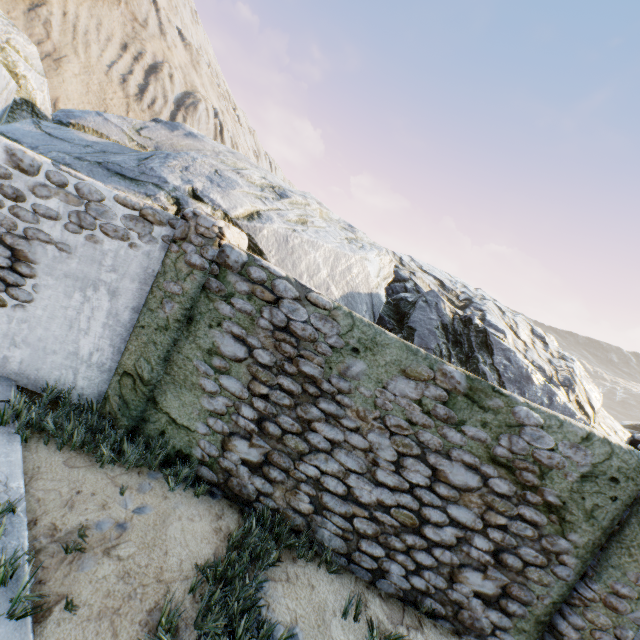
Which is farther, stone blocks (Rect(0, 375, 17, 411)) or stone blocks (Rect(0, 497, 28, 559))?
stone blocks (Rect(0, 375, 17, 411))

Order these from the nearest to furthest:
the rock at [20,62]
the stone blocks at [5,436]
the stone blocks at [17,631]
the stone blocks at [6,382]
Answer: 1. the stone blocks at [17,631]
2. the stone blocks at [5,436]
3. the stone blocks at [6,382]
4. the rock at [20,62]

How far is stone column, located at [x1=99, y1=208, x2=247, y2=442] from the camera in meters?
4.0

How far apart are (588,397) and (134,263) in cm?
1395

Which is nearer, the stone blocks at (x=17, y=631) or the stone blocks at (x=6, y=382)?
the stone blocks at (x=17, y=631)

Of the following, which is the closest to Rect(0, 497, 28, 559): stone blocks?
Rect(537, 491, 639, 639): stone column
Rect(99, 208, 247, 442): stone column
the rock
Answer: the rock

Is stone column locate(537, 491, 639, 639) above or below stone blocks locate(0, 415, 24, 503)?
above

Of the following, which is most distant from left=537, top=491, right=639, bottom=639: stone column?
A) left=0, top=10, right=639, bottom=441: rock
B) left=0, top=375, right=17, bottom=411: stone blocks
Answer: left=0, top=375, right=17, bottom=411: stone blocks
